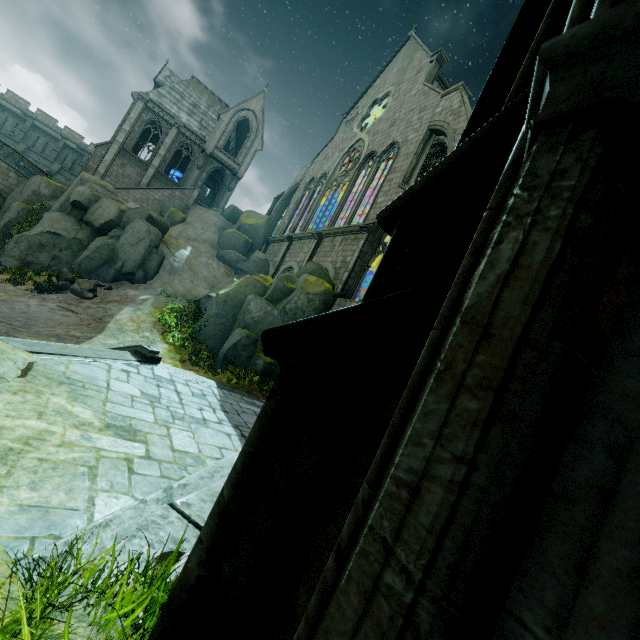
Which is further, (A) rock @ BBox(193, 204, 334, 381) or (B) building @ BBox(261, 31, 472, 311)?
(B) building @ BBox(261, 31, 472, 311)

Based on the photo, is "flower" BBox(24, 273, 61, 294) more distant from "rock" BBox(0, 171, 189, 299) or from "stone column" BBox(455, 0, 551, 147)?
"stone column" BBox(455, 0, 551, 147)

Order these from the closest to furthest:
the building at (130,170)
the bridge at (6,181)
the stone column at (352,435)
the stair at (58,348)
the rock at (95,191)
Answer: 1. the stone column at (352,435)
2. the stair at (58,348)
3. the rock at (95,191)
4. the bridge at (6,181)
5. the building at (130,170)

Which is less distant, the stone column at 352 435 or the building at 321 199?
the stone column at 352 435

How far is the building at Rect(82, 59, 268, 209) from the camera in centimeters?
3012cm

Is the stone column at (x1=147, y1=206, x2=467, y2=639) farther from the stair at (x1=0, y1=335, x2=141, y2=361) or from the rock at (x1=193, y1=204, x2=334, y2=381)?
the rock at (x1=193, y1=204, x2=334, y2=381)

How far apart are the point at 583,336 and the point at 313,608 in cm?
96

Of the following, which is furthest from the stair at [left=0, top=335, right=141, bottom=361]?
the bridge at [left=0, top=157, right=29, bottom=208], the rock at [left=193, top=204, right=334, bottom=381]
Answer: the bridge at [left=0, top=157, right=29, bottom=208]
